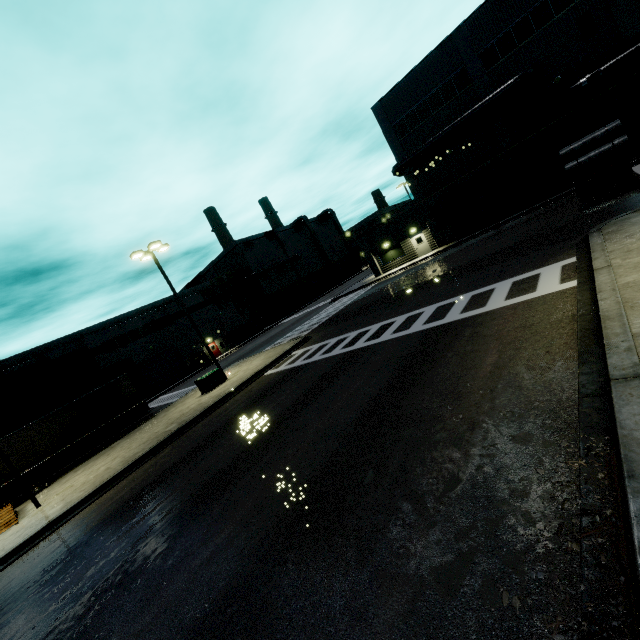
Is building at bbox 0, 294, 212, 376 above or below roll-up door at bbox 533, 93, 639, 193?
above

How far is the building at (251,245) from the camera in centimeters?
5600cm

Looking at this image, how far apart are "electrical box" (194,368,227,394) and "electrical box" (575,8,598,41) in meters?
32.5

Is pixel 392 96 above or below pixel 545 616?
above

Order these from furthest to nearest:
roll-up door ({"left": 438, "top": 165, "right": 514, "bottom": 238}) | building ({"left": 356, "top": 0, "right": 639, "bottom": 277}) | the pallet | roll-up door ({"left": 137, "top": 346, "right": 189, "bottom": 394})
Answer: roll-up door ({"left": 137, "top": 346, "right": 189, "bottom": 394}) → roll-up door ({"left": 438, "top": 165, "right": 514, "bottom": 238}) → building ({"left": 356, "top": 0, "right": 639, "bottom": 277}) → the pallet

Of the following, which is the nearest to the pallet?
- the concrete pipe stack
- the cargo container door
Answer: the cargo container door

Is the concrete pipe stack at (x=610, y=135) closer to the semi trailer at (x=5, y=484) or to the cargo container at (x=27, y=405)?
the semi trailer at (x=5, y=484)

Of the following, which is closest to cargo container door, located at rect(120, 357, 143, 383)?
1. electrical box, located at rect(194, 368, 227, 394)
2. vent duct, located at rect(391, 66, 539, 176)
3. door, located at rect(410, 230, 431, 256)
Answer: Result: vent duct, located at rect(391, 66, 539, 176)
